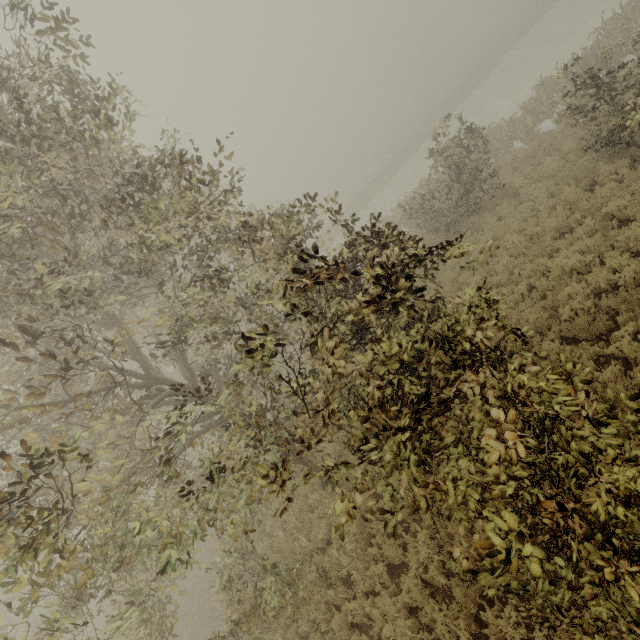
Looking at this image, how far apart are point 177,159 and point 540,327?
9.3 meters
